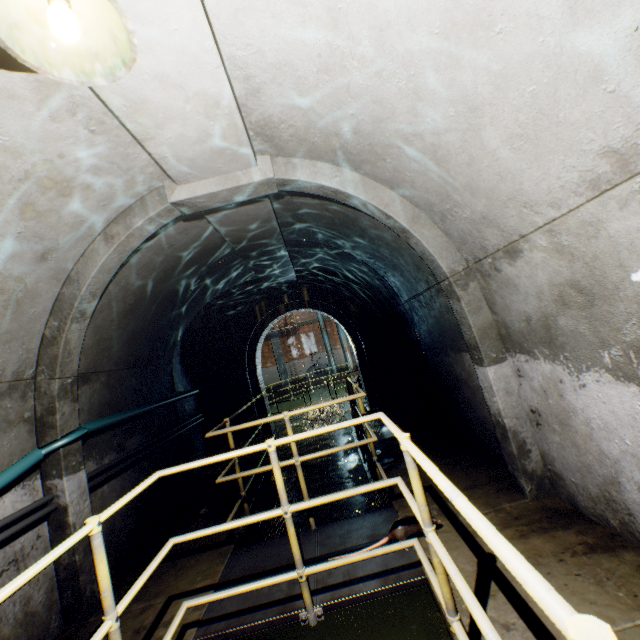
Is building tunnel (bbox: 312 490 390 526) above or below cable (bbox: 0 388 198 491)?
below

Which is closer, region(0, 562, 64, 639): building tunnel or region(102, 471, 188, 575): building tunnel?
region(0, 562, 64, 639): building tunnel

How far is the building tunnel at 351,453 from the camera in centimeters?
650cm

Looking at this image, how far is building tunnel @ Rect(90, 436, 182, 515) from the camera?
3.6m

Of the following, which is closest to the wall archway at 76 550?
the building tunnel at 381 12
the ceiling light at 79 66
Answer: the building tunnel at 381 12

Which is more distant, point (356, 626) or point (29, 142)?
point (356, 626)

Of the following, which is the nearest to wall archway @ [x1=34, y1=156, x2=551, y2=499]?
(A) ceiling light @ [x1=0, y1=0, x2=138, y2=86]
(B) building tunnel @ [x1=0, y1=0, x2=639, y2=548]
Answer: (B) building tunnel @ [x1=0, y1=0, x2=639, y2=548]

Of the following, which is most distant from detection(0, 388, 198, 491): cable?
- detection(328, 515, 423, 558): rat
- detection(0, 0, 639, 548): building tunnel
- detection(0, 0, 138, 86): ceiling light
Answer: detection(0, 0, 138, 86): ceiling light
